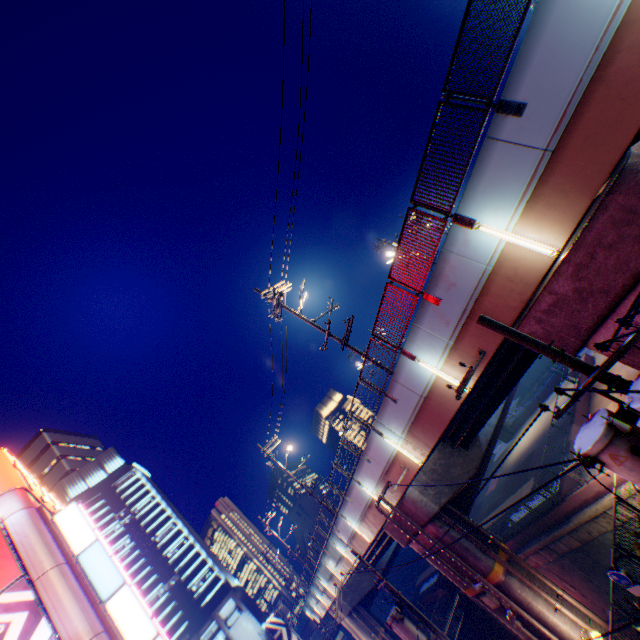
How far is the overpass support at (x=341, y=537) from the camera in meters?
16.4 m

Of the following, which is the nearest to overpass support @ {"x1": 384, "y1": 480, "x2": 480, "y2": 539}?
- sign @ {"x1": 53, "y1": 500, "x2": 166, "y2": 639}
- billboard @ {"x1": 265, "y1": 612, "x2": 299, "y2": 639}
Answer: billboard @ {"x1": 265, "y1": 612, "x2": 299, "y2": 639}

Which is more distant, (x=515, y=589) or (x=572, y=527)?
(x=572, y=527)

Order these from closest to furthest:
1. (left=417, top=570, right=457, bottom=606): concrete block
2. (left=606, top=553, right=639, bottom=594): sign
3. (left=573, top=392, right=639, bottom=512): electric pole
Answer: (left=573, top=392, right=639, bottom=512): electric pole
(left=606, top=553, right=639, bottom=594): sign
(left=417, top=570, right=457, bottom=606): concrete block

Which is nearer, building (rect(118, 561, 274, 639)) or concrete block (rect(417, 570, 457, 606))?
concrete block (rect(417, 570, 457, 606))

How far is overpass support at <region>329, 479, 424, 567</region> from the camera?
16.4 meters

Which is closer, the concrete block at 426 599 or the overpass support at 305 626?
the concrete block at 426 599

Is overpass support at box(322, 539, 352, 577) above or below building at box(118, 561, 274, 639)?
below
